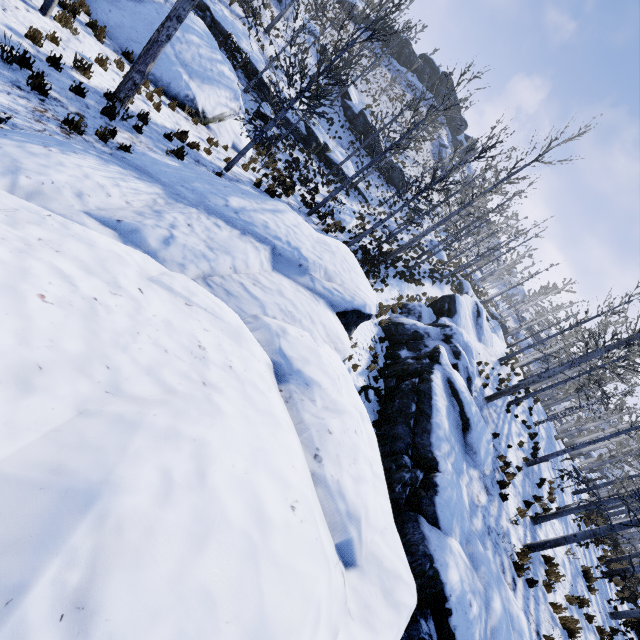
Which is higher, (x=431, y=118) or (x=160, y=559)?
(x=431, y=118)

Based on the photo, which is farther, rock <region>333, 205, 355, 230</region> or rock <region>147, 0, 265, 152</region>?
rock <region>333, 205, 355, 230</region>

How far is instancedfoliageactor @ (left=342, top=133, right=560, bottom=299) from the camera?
14.9m

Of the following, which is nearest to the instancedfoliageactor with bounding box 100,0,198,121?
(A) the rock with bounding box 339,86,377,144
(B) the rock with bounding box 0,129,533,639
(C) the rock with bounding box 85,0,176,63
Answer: (B) the rock with bounding box 0,129,533,639

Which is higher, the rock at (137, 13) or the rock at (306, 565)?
the rock at (306, 565)

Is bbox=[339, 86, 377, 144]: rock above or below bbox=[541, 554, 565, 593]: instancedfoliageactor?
above

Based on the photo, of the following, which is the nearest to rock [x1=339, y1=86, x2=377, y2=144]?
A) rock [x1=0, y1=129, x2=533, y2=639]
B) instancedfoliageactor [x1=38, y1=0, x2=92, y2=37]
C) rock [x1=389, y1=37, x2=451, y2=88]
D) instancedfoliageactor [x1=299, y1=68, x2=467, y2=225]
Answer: rock [x1=389, y1=37, x2=451, y2=88]

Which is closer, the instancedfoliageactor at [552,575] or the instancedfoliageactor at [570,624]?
the instancedfoliageactor at [570,624]
